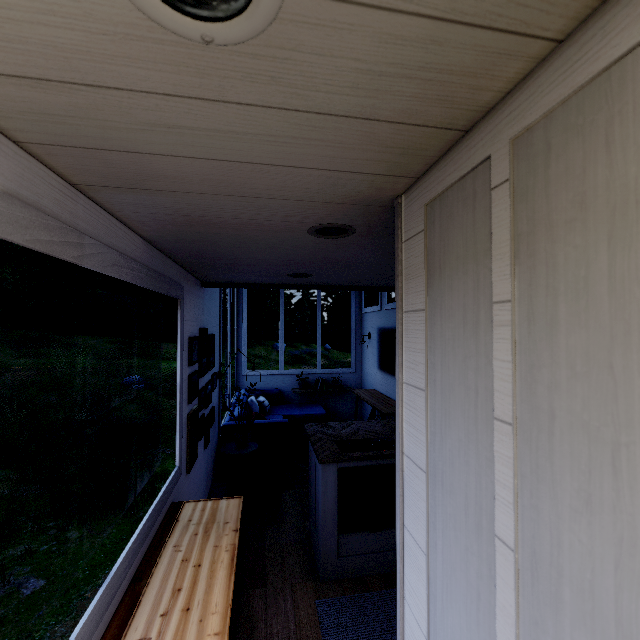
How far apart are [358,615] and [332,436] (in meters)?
1.36

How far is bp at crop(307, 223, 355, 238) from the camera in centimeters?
131cm

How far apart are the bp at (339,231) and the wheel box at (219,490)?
2.3m

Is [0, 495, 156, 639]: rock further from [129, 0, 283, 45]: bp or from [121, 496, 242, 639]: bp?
[129, 0, 283, 45]: bp

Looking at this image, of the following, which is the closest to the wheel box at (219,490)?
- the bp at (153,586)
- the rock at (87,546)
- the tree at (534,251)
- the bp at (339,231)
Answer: the tree at (534,251)

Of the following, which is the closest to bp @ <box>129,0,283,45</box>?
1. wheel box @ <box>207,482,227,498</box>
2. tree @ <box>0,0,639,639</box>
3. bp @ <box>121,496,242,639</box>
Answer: tree @ <box>0,0,639,639</box>

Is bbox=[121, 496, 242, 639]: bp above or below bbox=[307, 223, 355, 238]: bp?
below

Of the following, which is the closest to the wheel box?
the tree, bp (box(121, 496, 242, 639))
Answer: the tree
